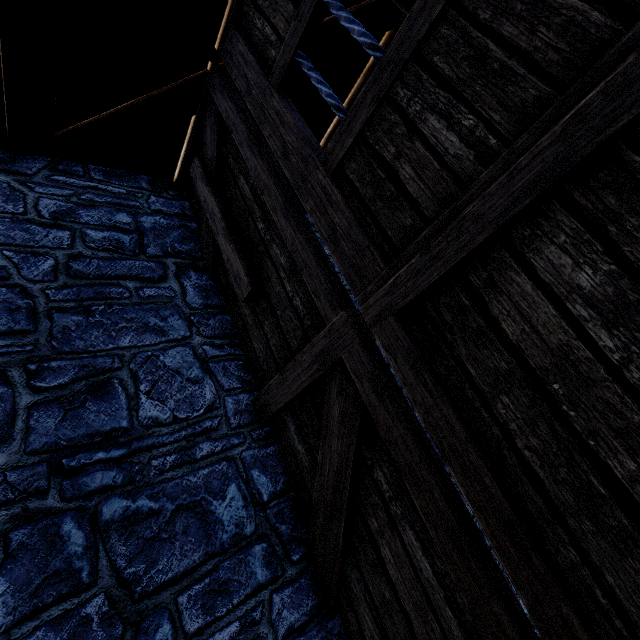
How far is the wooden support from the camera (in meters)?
2.61

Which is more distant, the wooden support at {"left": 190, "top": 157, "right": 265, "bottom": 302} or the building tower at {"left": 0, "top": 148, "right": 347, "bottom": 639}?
the wooden support at {"left": 190, "top": 157, "right": 265, "bottom": 302}

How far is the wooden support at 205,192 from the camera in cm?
261

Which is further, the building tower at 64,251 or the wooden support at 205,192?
the wooden support at 205,192

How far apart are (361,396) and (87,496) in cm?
166
